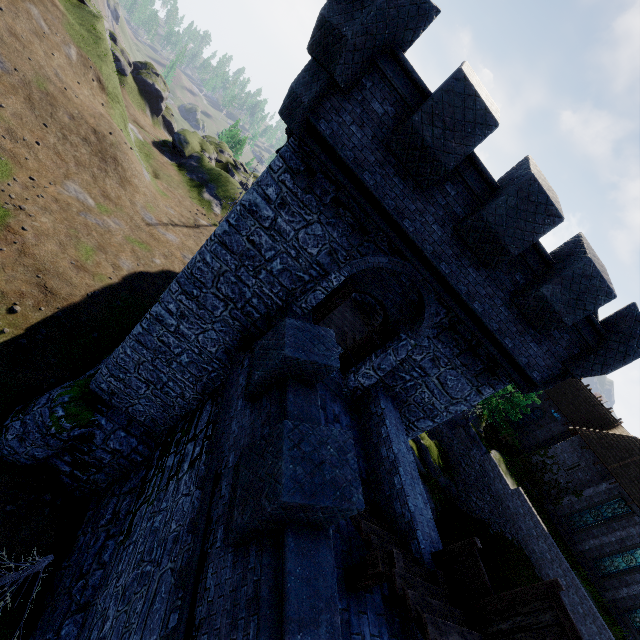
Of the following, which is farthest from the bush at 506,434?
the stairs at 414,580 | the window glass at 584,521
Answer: the stairs at 414,580

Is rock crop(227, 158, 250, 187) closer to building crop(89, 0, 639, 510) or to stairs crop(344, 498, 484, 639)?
building crop(89, 0, 639, 510)

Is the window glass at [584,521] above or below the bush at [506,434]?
above

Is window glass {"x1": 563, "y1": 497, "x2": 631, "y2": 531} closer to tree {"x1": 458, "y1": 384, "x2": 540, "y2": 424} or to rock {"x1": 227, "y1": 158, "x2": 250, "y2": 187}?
tree {"x1": 458, "y1": 384, "x2": 540, "y2": 424}

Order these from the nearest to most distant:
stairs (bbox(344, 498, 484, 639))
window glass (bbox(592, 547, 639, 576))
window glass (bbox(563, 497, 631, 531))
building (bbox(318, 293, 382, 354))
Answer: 1. stairs (bbox(344, 498, 484, 639))
2. building (bbox(318, 293, 382, 354))
3. window glass (bbox(592, 547, 639, 576))
4. window glass (bbox(563, 497, 631, 531))

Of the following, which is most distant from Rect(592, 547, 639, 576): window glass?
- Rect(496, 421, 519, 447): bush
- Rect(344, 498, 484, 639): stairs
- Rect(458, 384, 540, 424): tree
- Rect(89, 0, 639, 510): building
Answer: Rect(344, 498, 484, 639): stairs

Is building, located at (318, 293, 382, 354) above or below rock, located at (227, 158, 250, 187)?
above

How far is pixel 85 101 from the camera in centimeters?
2536cm
